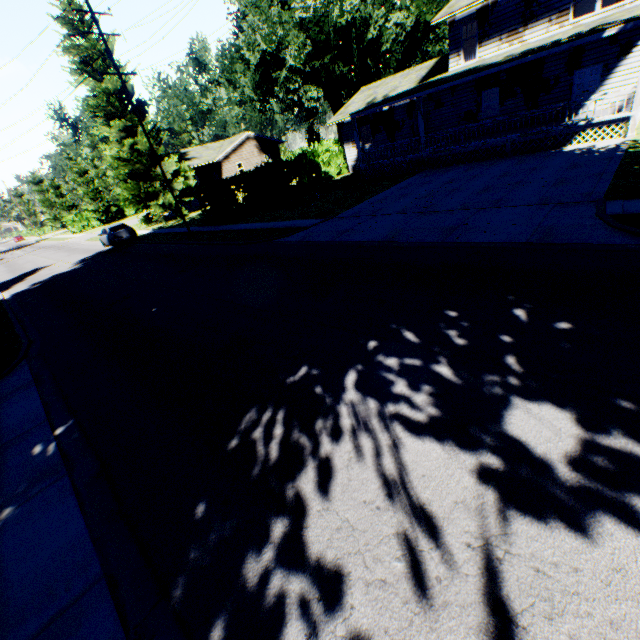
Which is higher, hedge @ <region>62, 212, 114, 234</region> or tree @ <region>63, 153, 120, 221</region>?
tree @ <region>63, 153, 120, 221</region>

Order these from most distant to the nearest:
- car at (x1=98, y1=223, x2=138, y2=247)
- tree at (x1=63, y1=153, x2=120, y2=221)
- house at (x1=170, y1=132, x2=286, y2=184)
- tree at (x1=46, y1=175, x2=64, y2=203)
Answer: tree at (x1=46, y1=175, x2=64, y2=203) → tree at (x1=63, y1=153, x2=120, y2=221) → house at (x1=170, y1=132, x2=286, y2=184) → car at (x1=98, y1=223, x2=138, y2=247)

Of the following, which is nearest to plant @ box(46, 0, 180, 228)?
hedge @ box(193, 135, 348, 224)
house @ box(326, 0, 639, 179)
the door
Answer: house @ box(326, 0, 639, 179)

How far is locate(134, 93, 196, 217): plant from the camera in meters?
30.4

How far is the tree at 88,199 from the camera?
51.2 meters

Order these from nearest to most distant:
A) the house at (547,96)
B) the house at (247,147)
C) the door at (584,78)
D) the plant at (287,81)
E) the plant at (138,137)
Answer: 1. the house at (547,96)
2. the door at (584,78)
3. the plant at (138,137)
4. the plant at (287,81)
5. the house at (247,147)

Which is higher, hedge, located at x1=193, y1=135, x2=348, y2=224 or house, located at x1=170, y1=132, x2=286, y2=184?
house, located at x1=170, y1=132, x2=286, y2=184

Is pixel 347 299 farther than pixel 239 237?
No
